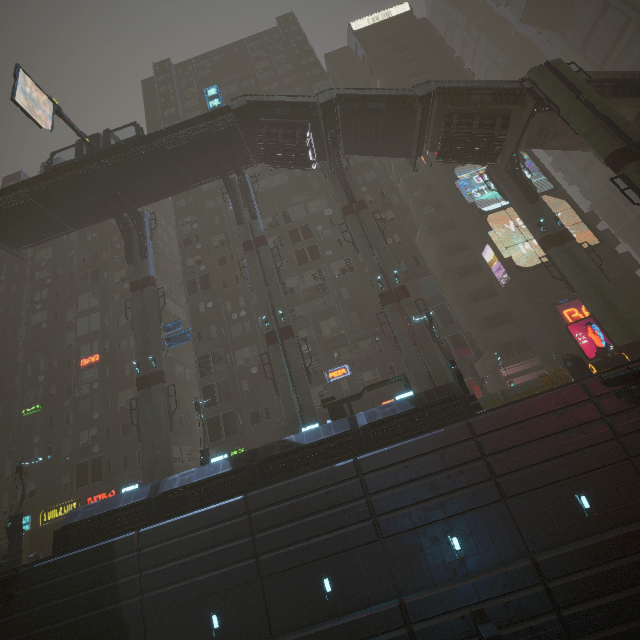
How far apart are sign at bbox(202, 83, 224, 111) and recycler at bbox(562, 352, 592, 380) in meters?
31.6

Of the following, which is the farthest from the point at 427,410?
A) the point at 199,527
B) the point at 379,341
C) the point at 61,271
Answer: the point at 61,271

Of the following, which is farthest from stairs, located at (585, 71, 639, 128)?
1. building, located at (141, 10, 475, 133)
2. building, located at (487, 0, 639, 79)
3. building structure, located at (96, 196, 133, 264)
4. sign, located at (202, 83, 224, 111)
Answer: building, located at (487, 0, 639, 79)

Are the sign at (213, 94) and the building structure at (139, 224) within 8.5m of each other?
no

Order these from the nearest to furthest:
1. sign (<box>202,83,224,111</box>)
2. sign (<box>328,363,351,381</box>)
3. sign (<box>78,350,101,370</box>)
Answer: sign (<box>202,83,224,111</box>) < sign (<box>328,363,351,381</box>) < sign (<box>78,350,101,370</box>)

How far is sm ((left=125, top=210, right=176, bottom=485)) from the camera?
22.42m

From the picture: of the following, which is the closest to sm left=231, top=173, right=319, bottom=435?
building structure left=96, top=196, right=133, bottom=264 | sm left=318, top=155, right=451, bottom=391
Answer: sm left=318, top=155, right=451, bottom=391

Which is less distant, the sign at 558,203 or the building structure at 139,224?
the building structure at 139,224
